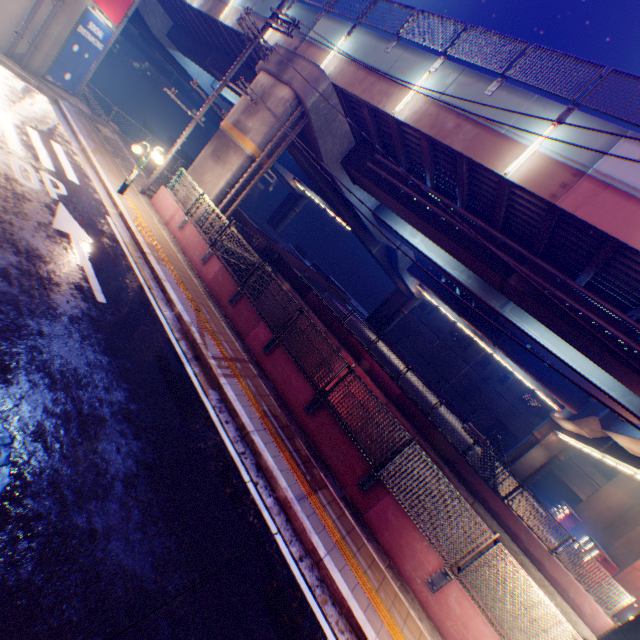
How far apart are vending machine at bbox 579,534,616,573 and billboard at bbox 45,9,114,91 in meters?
41.6

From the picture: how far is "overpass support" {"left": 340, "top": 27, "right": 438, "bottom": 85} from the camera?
12.1 meters

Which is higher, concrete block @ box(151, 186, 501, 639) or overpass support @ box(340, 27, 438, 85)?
overpass support @ box(340, 27, 438, 85)

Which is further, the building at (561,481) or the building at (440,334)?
the building at (440,334)

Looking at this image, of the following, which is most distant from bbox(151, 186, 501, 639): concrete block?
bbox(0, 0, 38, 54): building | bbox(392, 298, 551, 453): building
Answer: bbox(392, 298, 551, 453): building

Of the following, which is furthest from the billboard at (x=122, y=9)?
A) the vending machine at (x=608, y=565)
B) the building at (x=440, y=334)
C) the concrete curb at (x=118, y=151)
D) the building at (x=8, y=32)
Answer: the building at (x=440, y=334)

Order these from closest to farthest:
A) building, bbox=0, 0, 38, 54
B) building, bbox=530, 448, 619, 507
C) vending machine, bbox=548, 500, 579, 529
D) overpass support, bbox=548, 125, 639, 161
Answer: overpass support, bbox=548, 125, 639, 161 → building, bbox=0, 0, 38, 54 → vending machine, bbox=548, 500, 579, 529 → building, bbox=530, 448, 619, 507

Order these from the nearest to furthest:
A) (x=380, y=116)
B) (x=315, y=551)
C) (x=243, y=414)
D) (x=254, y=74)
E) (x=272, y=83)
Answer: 1. (x=315, y=551)
2. (x=243, y=414)
3. (x=380, y=116)
4. (x=272, y=83)
5. (x=254, y=74)
